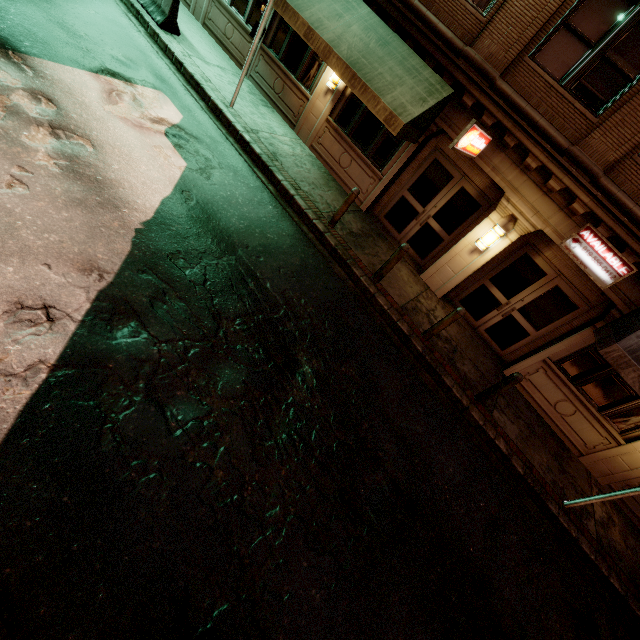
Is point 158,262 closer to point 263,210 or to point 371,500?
point 263,210

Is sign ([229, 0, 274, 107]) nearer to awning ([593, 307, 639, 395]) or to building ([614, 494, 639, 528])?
building ([614, 494, 639, 528])

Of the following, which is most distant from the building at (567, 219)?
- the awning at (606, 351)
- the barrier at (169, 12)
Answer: the barrier at (169, 12)

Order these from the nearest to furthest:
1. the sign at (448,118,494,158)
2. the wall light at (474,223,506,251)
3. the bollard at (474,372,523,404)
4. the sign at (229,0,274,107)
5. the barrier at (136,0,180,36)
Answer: the sign at (448,118,494,158)
the bollard at (474,372,523,404)
the sign at (229,0,274,107)
the wall light at (474,223,506,251)
the barrier at (136,0,180,36)

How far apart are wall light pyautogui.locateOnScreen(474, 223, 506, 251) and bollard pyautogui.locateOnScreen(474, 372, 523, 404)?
3.7m

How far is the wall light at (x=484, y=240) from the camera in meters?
8.7 m

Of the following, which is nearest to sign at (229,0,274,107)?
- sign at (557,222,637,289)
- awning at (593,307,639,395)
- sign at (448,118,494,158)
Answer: sign at (448,118,494,158)

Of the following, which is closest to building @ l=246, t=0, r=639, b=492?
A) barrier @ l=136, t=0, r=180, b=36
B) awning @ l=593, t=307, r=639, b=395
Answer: awning @ l=593, t=307, r=639, b=395
